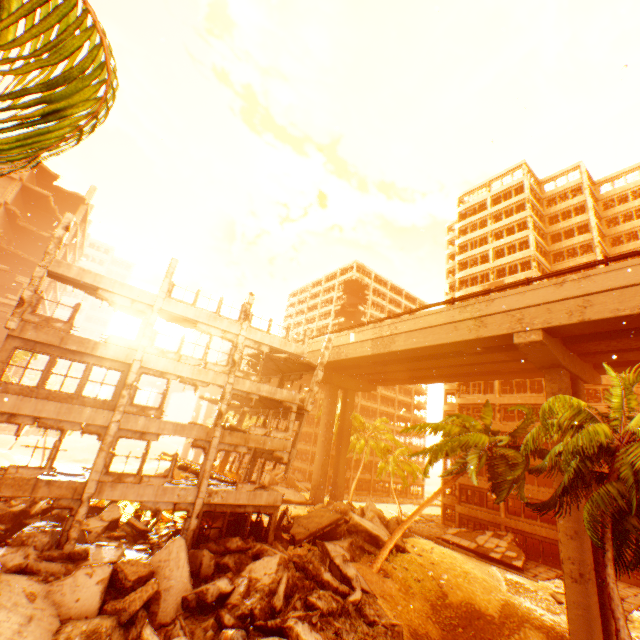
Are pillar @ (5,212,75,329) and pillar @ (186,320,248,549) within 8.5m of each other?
no

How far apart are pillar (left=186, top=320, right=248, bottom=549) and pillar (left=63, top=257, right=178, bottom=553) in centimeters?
452cm

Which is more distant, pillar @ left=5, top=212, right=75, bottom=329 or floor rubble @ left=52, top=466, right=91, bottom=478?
floor rubble @ left=52, top=466, right=91, bottom=478

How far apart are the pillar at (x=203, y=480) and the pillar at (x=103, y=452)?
4.5m

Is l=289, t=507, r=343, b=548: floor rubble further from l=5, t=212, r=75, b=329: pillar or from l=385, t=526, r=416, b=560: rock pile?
l=5, t=212, r=75, b=329: pillar

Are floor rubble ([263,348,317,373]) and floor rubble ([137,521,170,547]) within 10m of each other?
no

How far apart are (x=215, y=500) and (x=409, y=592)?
12.24m

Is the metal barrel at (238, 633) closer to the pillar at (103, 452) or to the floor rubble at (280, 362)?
the pillar at (103, 452)
